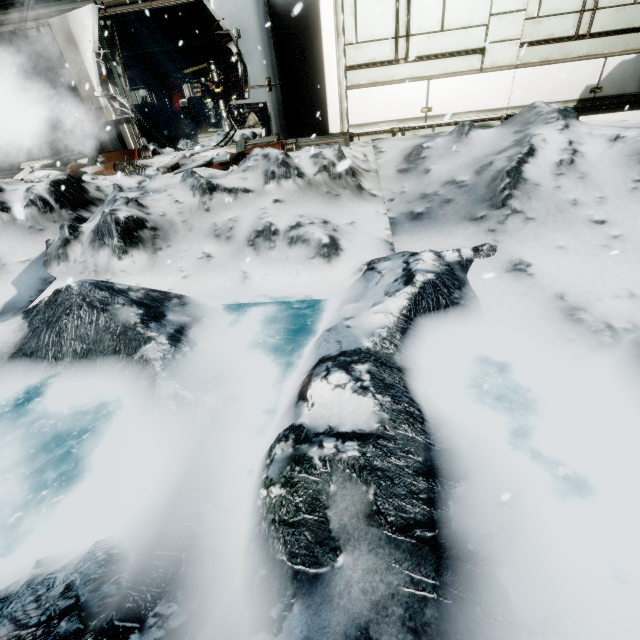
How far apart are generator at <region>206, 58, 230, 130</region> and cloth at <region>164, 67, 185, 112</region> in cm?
337

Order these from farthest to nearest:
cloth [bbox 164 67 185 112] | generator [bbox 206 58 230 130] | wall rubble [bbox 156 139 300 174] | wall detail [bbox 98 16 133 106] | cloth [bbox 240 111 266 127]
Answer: cloth [bbox 164 67 185 112], cloth [bbox 240 111 266 127], generator [bbox 206 58 230 130], wall detail [bbox 98 16 133 106], wall rubble [bbox 156 139 300 174]

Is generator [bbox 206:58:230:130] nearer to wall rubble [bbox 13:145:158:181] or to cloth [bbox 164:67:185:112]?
cloth [bbox 164:67:185:112]

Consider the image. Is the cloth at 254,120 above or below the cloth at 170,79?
below

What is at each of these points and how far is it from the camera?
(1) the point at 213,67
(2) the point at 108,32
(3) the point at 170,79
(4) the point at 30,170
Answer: (1) generator, 12.7m
(2) wall detail, 7.2m
(3) cloth, 15.7m
(4) wall rubble, 7.8m

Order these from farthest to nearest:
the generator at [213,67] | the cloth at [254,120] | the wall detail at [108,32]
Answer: the cloth at [254,120] < the generator at [213,67] < the wall detail at [108,32]

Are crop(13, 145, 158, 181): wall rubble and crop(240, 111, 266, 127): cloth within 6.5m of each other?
no

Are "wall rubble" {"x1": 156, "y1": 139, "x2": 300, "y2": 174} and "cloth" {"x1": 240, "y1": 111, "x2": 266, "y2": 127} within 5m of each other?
no
